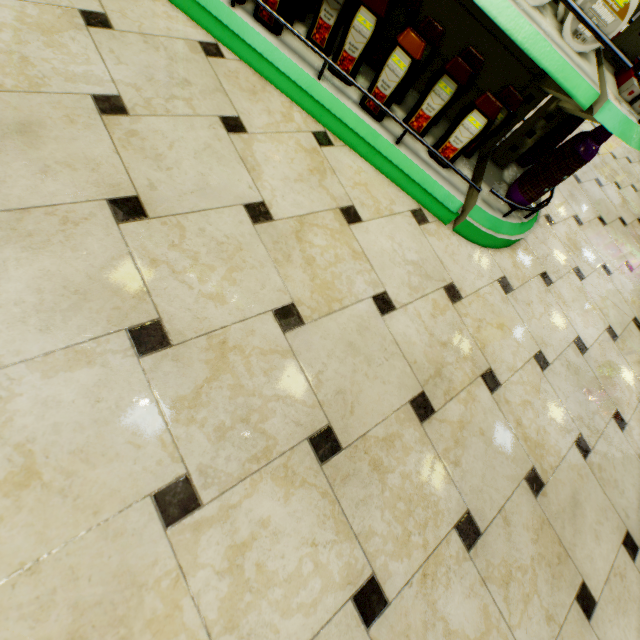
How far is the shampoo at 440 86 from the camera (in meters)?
1.40

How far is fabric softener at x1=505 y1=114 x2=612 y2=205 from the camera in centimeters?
151cm

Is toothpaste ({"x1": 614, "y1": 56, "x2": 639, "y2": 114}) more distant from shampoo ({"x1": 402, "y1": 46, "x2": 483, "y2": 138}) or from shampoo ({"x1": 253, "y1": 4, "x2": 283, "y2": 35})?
shampoo ({"x1": 253, "y1": 4, "x2": 283, "y2": 35})

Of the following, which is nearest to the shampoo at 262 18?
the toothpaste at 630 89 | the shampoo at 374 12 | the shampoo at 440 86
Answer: the shampoo at 374 12

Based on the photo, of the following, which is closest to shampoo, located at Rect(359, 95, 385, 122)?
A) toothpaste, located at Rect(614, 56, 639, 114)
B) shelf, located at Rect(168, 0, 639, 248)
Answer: shelf, located at Rect(168, 0, 639, 248)

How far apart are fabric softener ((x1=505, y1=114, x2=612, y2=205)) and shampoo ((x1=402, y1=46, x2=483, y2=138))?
0.4 meters

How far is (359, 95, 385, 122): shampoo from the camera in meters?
1.5

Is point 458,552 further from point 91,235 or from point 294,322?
point 91,235
